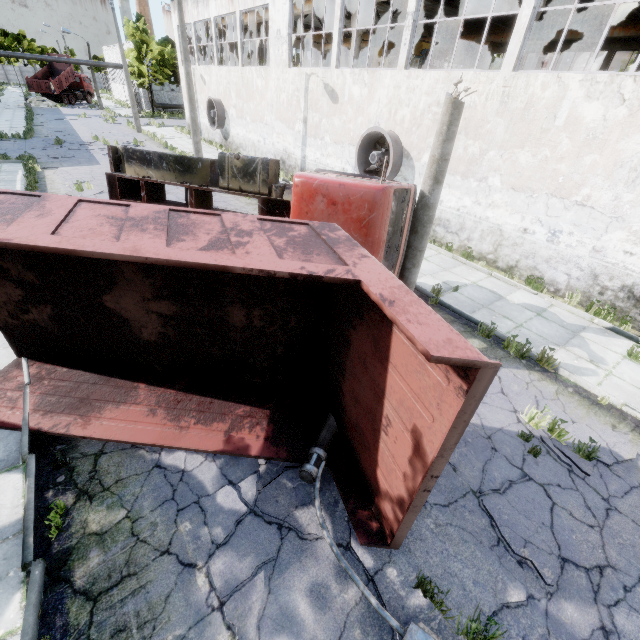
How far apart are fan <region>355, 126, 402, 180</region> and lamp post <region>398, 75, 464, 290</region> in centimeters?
580cm

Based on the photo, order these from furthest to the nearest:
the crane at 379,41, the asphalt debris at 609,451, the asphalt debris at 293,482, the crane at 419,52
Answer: the crane at 419,52, the crane at 379,41, the asphalt debris at 609,451, the asphalt debris at 293,482

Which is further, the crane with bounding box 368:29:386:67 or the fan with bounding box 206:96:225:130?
the fan with bounding box 206:96:225:130

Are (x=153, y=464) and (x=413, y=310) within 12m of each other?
yes

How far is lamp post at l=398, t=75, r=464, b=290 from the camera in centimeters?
614cm

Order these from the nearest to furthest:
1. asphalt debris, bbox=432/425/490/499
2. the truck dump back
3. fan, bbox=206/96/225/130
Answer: asphalt debris, bbox=432/425/490/499 < fan, bbox=206/96/225/130 < the truck dump back

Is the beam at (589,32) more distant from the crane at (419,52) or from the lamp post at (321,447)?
the lamp post at (321,447)

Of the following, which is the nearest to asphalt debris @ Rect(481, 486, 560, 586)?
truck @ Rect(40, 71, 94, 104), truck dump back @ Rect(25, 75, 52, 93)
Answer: truck dump back @ Rect(25, 75, 52, 93)
